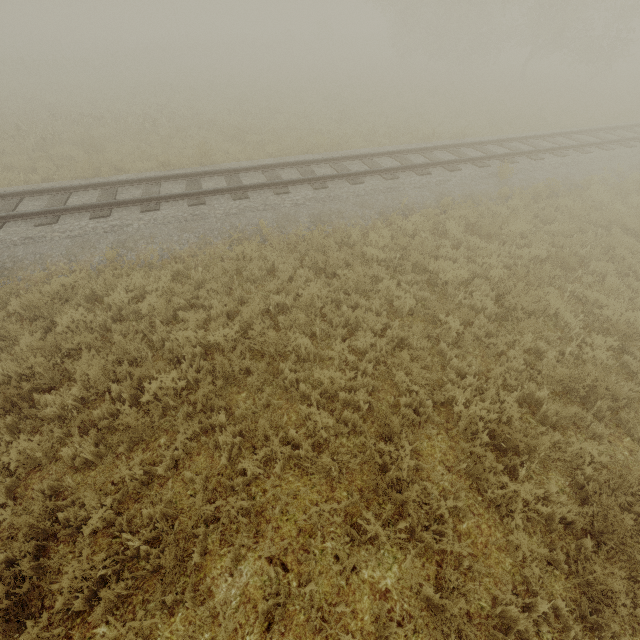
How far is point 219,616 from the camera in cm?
313
